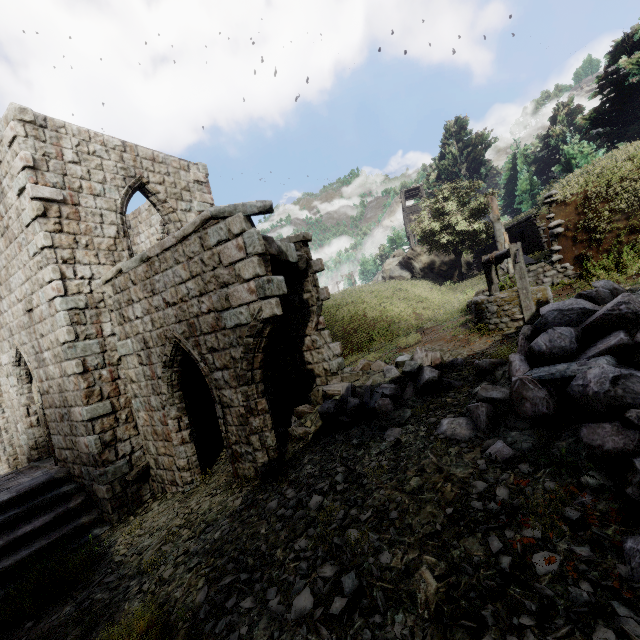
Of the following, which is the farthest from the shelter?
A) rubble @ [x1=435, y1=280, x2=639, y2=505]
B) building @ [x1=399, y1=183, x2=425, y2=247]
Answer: building @ [x1=399, y1=183, x2=425, y2=247]

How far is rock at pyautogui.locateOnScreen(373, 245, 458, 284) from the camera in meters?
32.3

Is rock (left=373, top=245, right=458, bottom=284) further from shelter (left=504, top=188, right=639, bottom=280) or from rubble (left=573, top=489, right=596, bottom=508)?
rubble (left=573, top=489, right=596, bottom=508)

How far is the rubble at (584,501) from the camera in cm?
315

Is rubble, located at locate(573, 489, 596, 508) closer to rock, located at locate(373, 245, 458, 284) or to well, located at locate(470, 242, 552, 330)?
well, located at locate(470, 242, 552, 330)

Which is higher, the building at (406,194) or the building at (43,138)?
the building at (406,194)

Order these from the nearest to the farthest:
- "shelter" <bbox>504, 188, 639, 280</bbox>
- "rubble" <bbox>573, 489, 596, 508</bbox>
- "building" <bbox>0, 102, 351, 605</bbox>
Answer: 1. "rubble" <bbox>573, 489, 596, 508</bbox>
2. "building" <bbox>0, 102, 351, 605</bbox>
3. "shelter" <bbox>504, 188, 639, 280</bbox>

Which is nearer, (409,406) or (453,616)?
(453,616)
